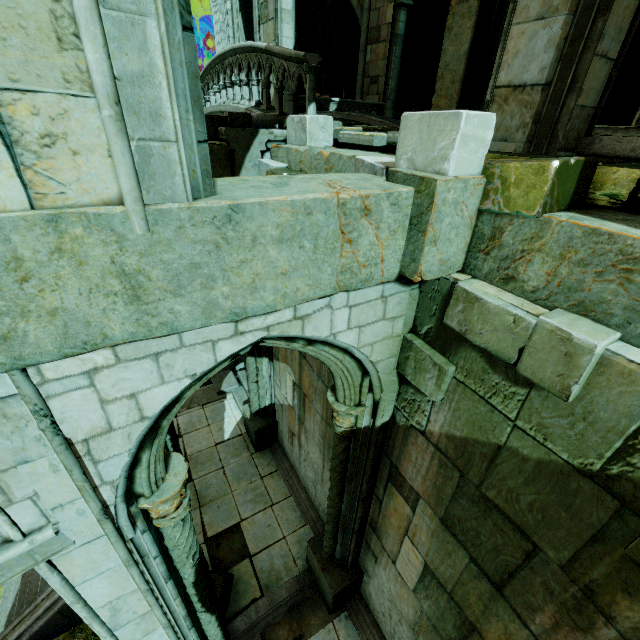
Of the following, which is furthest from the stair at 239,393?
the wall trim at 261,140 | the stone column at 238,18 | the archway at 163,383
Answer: the stone column at 238,18

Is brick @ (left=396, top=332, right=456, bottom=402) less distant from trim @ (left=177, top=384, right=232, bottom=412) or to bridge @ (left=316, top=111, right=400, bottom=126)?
bridge @ (left=316, top=111, right=400, bottom=126)

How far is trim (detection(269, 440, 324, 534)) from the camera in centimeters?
750cm

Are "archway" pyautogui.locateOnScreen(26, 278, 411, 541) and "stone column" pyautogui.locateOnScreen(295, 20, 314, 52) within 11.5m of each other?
no

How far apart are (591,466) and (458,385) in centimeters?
106cm

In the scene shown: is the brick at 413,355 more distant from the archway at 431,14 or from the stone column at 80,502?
the archway at 431,14

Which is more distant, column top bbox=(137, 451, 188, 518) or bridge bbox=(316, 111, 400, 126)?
bridge bbox=(316, 111, 400, 126)

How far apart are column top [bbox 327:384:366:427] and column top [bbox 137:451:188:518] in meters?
1.7
